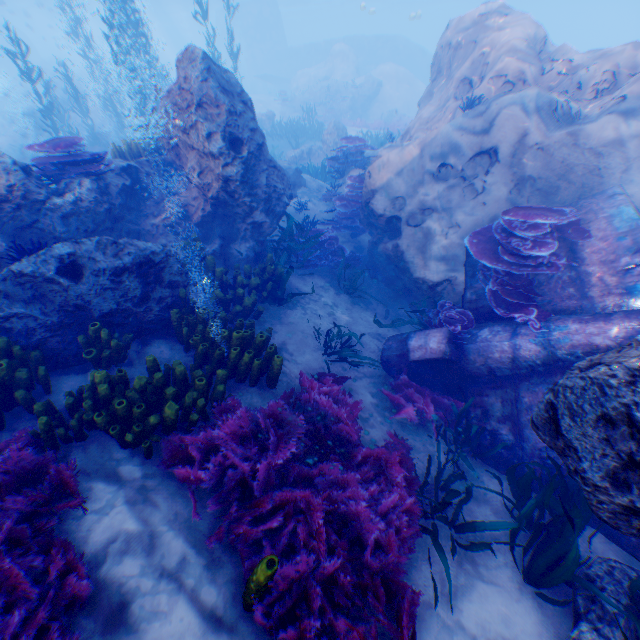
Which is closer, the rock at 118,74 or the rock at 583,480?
the rock at 583,480

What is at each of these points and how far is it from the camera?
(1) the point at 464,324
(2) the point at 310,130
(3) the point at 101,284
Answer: (1) instancedfoliageactor, 5.8m
(2) instancedfoliageactor, 20.4m
(3) rock, 4.8m

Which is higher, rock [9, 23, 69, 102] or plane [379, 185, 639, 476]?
rock [9, 23, 69, 102]

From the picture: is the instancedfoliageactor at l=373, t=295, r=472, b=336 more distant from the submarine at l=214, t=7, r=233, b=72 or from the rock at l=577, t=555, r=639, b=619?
the submarine at l=214, t=7, r=233, b=72

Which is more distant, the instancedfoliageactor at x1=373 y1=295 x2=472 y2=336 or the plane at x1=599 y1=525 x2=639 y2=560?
the instancedfoliageactor at x1=373 y1=295 x2=472 y2=336

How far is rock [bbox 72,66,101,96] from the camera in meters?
23.5

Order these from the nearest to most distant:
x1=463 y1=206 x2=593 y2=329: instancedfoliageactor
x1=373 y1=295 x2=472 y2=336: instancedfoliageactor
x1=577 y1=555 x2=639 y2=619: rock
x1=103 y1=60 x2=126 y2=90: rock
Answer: x1=577 y1=555 x2=639 y2=619: rock < x1=463 y1=206 x2=593 y2=329: instancedfoliageactor < x1=373 y1=295 x2=472 y2=336: instancedfoliageactor < x1=103 y1=60 x2=126 y2=90: rock

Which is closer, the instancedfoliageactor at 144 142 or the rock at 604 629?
the rock at 604 629
